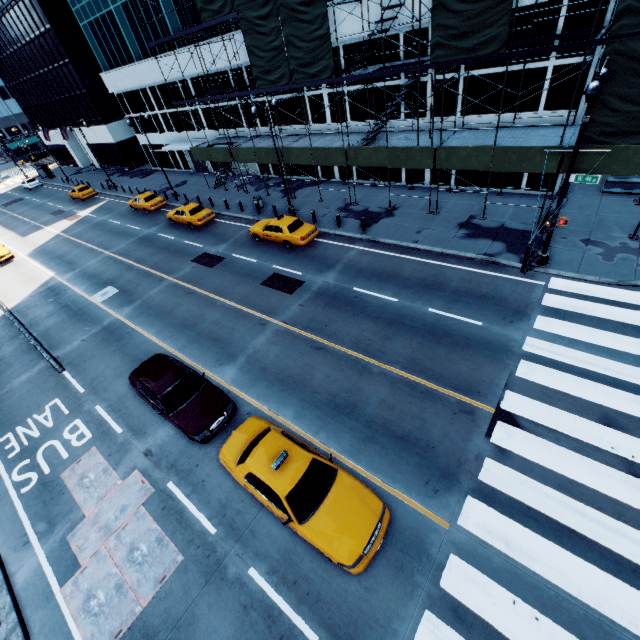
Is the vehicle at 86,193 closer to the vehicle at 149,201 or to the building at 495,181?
the building at 495,181

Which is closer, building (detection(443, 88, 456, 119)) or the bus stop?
building (detection(443, 88, 456, 119))

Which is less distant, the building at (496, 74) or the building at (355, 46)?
the building at (496, 74)

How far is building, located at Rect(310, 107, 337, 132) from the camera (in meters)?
24.42

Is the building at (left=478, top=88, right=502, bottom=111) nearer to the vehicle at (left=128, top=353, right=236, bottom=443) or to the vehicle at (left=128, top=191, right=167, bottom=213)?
the vehicle at (left=128, top=191, right=167, bottom=213)

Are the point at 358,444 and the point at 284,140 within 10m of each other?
no

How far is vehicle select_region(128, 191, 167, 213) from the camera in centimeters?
3061cm
